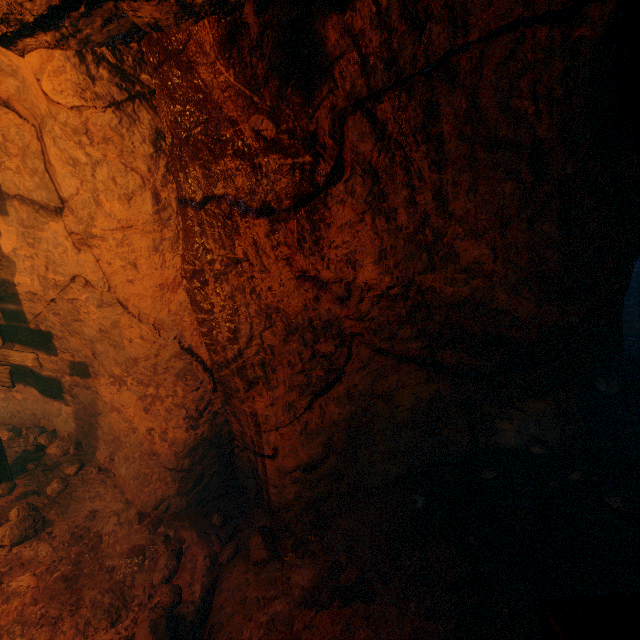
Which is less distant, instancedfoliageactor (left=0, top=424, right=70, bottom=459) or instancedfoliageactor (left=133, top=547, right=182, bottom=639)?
instancedfoliageactor (left=133, top=547, right=182, bottom=639)

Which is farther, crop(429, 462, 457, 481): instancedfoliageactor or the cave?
crop(429, 462, 457, 481): instancedfoliageactor

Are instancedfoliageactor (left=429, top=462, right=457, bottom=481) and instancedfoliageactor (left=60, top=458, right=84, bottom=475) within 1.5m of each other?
no

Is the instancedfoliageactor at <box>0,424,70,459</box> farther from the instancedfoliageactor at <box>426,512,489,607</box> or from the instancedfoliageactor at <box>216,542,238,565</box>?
the instancedfoliageactor at <box>426,512,489,607</box>

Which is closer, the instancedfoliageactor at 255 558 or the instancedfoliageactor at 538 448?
the instancedfoliageactor at 255 558

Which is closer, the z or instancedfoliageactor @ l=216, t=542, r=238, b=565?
instancedfoliageactor @ l=216, t=542, r=238, b=565

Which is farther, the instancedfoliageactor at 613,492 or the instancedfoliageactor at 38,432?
the instancedfoliageactor at 38,432

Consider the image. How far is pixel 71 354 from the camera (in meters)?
3.84
